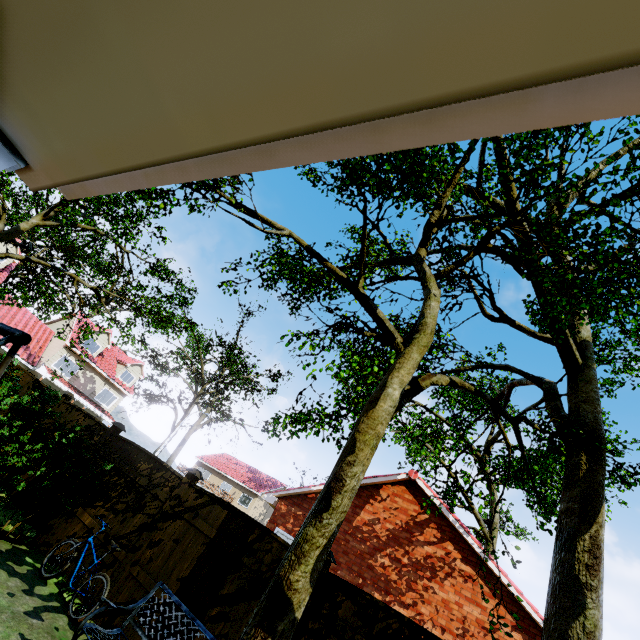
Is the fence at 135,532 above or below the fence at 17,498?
above

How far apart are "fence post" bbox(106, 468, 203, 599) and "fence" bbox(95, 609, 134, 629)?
0.0 meters

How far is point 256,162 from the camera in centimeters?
99cm

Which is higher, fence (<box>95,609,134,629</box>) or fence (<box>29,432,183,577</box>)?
fence (<box>29,432,183,577</box>)

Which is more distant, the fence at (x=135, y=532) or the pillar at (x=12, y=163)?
the fence at (x=135, y=532)

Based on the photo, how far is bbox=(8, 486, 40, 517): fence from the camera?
7.0 meters

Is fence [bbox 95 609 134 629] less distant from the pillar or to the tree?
the pillar

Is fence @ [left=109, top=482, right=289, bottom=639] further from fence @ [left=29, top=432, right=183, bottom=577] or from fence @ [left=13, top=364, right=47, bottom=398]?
fence @ [left=13, top=364, right=47, bottom=398]
